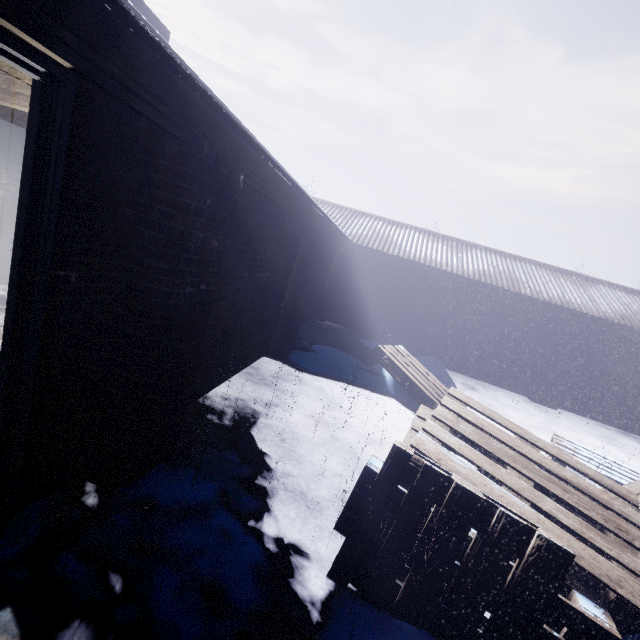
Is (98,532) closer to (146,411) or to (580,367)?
(146,411)
